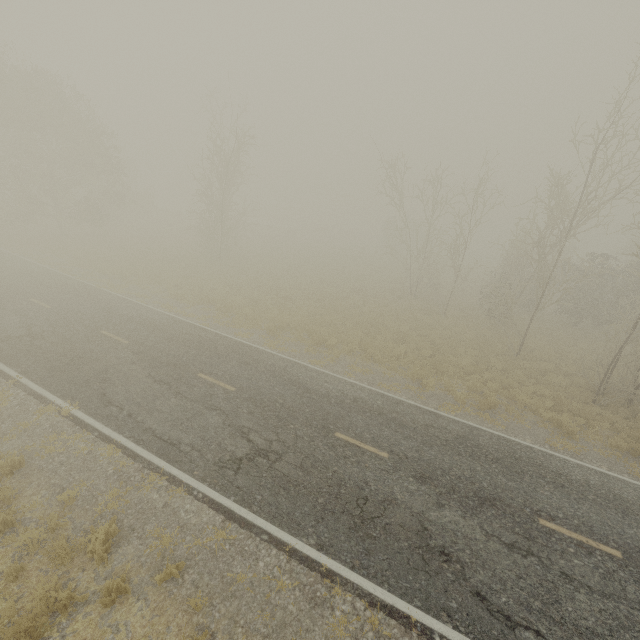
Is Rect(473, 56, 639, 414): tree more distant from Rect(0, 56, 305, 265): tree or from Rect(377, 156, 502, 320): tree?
Rect(0, 56, 305, 265): tree

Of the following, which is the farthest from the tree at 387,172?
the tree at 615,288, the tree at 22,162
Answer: the tree at 22,162

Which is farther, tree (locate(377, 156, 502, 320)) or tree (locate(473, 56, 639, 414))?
tree (locate(377, 156, 502, 320))

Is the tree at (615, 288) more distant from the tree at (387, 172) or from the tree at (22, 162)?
the tree at (22, 162)

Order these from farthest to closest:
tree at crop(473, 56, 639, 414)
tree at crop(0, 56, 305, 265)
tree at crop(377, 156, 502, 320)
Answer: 1. tree at crop(0, 56, 305, 265)
2. tree at crop(377, 156, 502, 320)
3. tree at crop(473, 56, 639, 414)

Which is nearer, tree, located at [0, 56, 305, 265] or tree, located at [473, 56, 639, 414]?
tree, located at [473, 56, 639, 414]

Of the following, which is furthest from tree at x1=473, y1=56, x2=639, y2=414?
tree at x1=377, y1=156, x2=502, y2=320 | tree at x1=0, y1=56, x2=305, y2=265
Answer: tree at x1=0, y1=56, x2=305, y2=265

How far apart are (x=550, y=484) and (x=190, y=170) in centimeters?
3218cm
